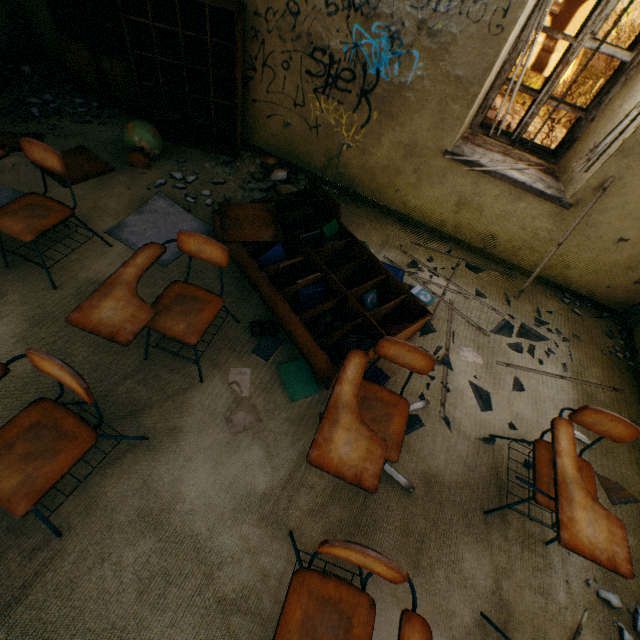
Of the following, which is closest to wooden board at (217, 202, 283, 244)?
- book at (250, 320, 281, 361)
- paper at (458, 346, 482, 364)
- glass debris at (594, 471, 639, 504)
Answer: book at (250, 320, 281, 361)

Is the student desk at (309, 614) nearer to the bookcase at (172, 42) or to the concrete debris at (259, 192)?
the concrete debris at (259, 192)

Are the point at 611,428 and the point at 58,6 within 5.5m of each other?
no

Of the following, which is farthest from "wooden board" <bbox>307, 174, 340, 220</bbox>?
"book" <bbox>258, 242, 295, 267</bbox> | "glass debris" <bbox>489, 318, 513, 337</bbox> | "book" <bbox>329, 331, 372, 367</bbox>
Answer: "glass debris" <bbox>489, 318, 513, 337</bbox>

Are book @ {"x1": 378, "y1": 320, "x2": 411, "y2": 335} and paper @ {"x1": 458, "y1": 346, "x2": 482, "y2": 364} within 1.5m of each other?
yes

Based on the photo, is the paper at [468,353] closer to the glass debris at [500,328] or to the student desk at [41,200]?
the glass debris at [500,328]

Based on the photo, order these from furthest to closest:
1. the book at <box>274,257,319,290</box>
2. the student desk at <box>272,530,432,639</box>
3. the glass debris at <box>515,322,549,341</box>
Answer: the glass debris at <box>515,322,549,341</box>, the book at <box>274,257,319,290</box>, the student desk at <box>272,530,432,639</box>

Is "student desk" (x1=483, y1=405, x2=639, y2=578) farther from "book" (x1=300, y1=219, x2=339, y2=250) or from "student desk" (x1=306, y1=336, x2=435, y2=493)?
"book" (x1=300, y1=219, x2=339, y2=250)
